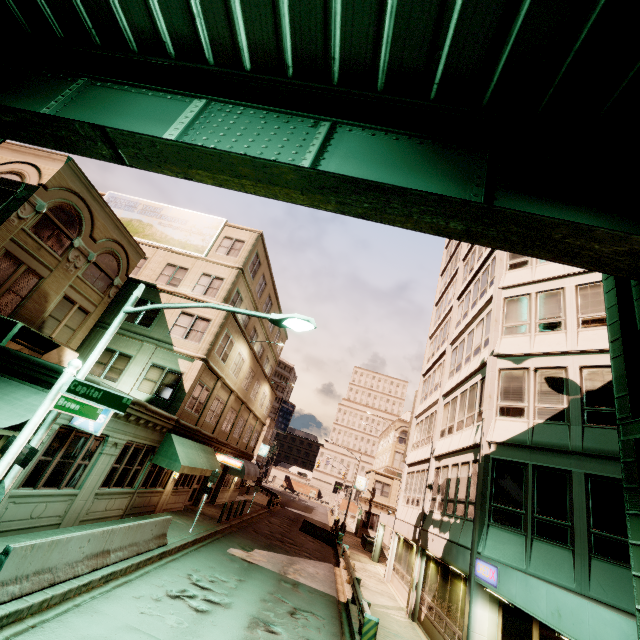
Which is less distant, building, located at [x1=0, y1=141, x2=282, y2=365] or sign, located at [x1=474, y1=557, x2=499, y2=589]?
sign, located at [x1=474, y1=557, x2=499, y2=589]

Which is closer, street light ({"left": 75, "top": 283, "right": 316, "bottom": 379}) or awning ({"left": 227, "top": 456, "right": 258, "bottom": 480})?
street light ({"left": 75, "top": 283, "right": 316, "bottom": 379})

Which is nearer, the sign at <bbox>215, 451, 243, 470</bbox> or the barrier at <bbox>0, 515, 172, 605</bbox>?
the barrier at <bbox>0, 515, 172, 605</bbox>

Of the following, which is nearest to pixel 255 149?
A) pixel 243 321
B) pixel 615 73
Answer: pixel 615 73

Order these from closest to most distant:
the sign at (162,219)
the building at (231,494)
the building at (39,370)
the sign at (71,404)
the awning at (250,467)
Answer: the sign at (71,404) → the building at (39,370) → the sign at (162,219) → the building at (231,494) → the awning at (250,467)

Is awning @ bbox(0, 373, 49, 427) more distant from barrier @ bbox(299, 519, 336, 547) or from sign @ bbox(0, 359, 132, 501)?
barrier @ bbox(299, 519, 336, 547)

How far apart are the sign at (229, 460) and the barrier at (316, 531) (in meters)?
12.00

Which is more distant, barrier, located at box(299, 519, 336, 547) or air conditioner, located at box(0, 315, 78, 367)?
barrier, located at box(299, 519, 336, 547)
